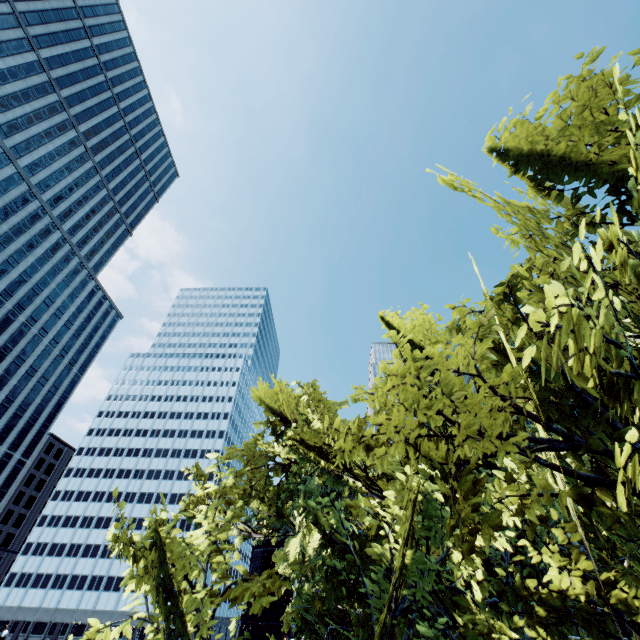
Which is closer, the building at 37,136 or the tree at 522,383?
the tree at 522,383

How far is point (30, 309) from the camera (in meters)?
55.16

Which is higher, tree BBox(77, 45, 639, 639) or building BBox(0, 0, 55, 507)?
building BBox(0, 0, 55, 507)

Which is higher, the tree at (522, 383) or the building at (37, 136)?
the building at (37, 136)

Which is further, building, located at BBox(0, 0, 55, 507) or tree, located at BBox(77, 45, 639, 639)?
building, located at BBox(0, 0, 55, 507)
